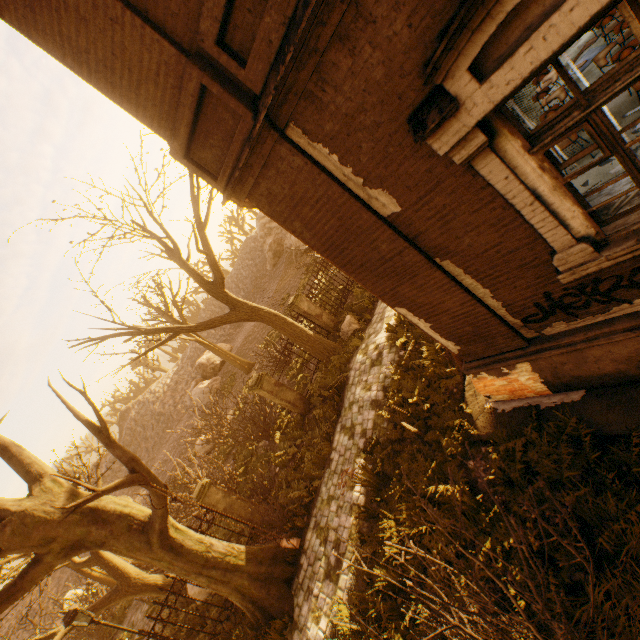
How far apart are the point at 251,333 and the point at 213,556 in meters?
27.8 m

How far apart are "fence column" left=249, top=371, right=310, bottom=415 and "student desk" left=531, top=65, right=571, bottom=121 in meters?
10.6

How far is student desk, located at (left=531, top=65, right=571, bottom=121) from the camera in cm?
596

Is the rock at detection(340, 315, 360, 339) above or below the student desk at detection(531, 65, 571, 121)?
below

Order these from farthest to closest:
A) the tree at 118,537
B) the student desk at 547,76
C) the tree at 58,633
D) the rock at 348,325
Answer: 1. the rock at 348,325
2. the tree at 58,633
3. the tree at 118,537
4. the student desk at 547,76

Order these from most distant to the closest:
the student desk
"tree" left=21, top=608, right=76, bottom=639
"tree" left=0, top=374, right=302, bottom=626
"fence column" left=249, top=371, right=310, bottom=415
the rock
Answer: the rock
"fence column" left=249, top=371, right=310, bottom=415
"tree" left=21, top=608, right=76, bottom=639
"tree" left=0, top=374, right=302, bottom=626
the student desk

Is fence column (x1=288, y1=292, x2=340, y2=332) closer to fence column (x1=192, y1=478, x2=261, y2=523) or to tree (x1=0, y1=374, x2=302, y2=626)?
fence column (x1=192, y1=478, x2=261, y2=523)

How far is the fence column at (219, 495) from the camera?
9.8m
